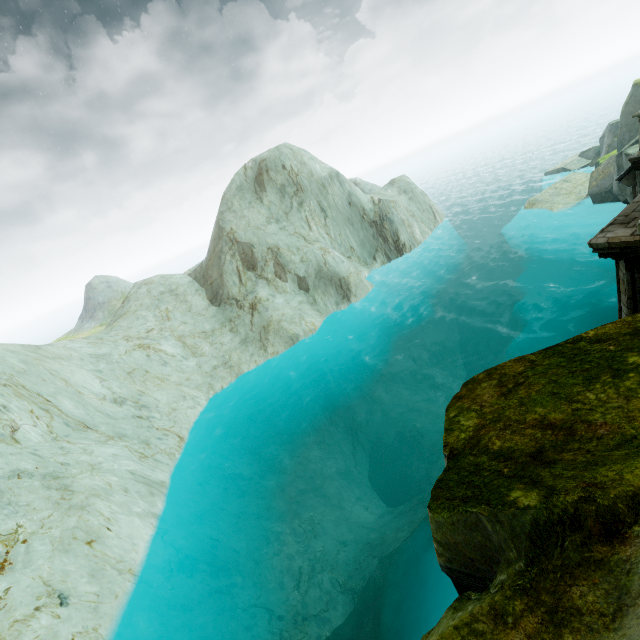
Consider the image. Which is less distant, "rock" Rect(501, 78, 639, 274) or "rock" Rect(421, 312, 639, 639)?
"rock" Rect(421, 312, 639, 639)

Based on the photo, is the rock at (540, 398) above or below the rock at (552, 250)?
above

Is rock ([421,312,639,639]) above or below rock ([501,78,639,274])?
above

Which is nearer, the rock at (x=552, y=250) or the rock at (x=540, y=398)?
the rock at (x=540, y=398)

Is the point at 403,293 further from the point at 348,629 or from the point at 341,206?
the point at 348,629
